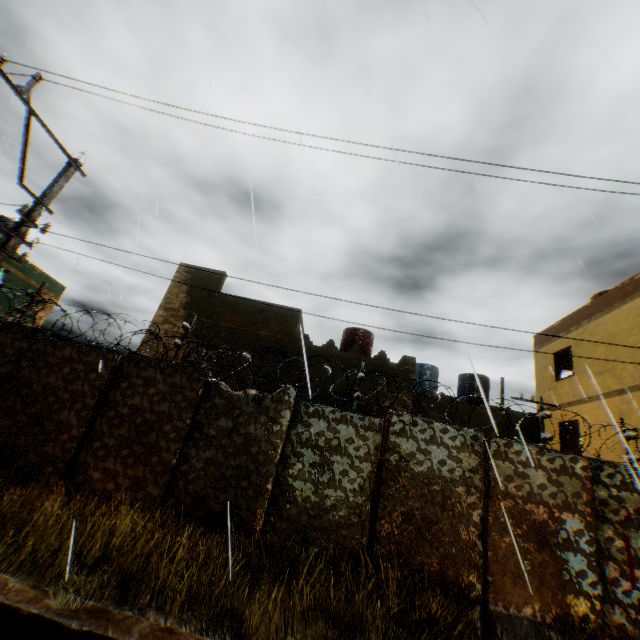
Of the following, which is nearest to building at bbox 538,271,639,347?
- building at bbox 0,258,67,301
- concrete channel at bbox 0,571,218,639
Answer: concrete channel at bbox 0,571,218,639

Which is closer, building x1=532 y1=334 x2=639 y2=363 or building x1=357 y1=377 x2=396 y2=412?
building x1=532 y1=334 x2=639 y2=363

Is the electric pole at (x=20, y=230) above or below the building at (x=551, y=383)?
below

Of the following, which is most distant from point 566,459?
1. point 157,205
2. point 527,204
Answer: point 157,205

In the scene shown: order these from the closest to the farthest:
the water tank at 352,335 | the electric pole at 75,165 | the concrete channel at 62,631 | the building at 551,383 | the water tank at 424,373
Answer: the concrete channel at 62,631 < the electric pole at 75,165 < the building at 551,383 < the water tank at 352,335 < the water tank at 424,373

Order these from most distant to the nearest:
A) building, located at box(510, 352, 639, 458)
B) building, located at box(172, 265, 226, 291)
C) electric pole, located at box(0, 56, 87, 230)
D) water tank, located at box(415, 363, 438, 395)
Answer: water tank, located at box(415, 363, 438, 395) < building, located at box(172, 265, 226, 291) < building, located at box(510, 352, 639, 458) < electric pole, located at box(0, 56, 87, 230)

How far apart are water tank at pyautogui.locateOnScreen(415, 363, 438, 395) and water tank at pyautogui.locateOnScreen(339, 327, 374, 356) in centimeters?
332cm

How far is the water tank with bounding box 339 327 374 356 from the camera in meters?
15.5
